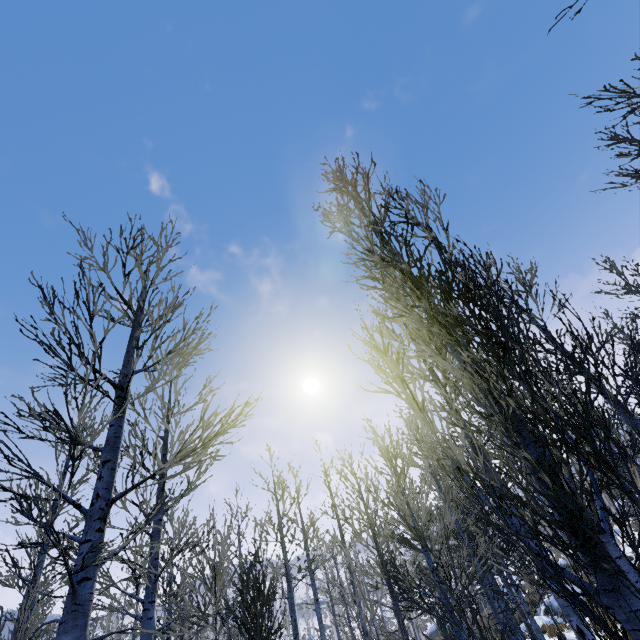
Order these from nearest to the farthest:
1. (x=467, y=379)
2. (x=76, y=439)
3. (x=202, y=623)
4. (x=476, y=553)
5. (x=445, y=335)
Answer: (x=76, y=439) < (x=445, y=335) < (x=467, y=379) < (x=476, y=553) < (x=202, y=623)
